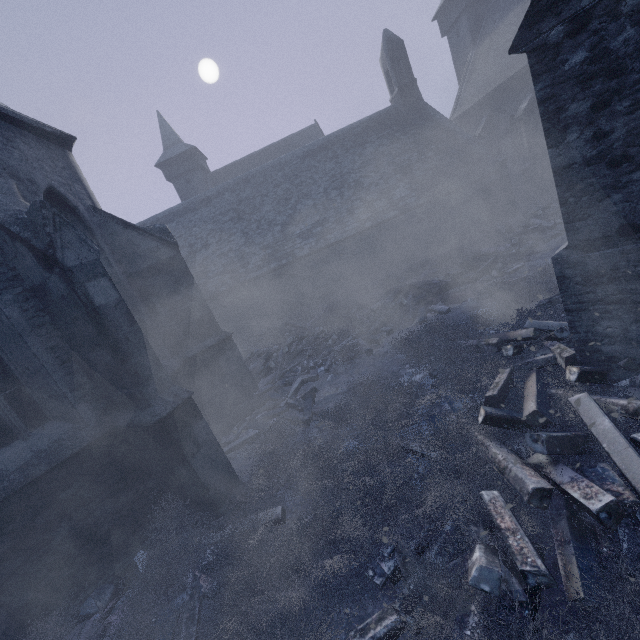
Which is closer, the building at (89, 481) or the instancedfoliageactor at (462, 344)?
the instancedfoliageactor at (462, 344)

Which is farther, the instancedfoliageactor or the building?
the building

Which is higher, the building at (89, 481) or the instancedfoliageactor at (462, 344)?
the building at (89, 481)

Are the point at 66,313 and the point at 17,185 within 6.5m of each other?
yes

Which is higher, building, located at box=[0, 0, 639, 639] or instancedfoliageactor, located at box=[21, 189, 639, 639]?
building, located at box=[0, 0, 639, 639]
